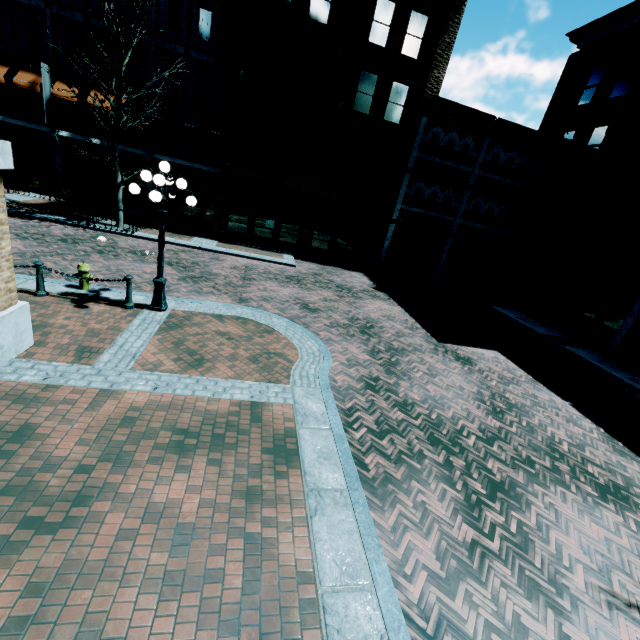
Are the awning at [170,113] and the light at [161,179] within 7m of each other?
no

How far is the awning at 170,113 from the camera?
18.36m

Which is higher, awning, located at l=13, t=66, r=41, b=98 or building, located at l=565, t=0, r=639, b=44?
building, located at l=565, t=0, r=639, b=44

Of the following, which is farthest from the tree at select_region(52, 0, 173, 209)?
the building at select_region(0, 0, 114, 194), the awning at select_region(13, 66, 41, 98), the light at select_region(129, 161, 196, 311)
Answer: the light at select_region(129, 161, 196, 311)

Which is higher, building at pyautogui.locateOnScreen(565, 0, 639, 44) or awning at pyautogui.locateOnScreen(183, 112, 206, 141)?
building at pyautogui.locateOnScreen(565, 0, 639, 44)

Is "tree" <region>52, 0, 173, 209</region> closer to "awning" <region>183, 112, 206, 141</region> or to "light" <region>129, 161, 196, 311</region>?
"awning" <region>183, 112, 206, 141</region>

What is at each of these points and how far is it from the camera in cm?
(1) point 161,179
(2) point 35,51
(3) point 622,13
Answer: (1) light, 710
(2) building, 1720
(3) building, 1536

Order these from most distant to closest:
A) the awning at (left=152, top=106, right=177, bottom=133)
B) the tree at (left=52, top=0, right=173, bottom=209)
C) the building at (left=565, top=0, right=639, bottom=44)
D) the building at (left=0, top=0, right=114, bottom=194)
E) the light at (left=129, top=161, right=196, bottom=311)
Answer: the awning at (left=152, top=106, right=177, bottom=133) → the building at (left=0, top=0, right=114, bottom=194) → the building at (left=565, top=0, right=639, bottom=44) → the tree at (left=52, top=0, right=173, bottom=209) → the light at (left=129, top=161, right=196, bottom=311)
